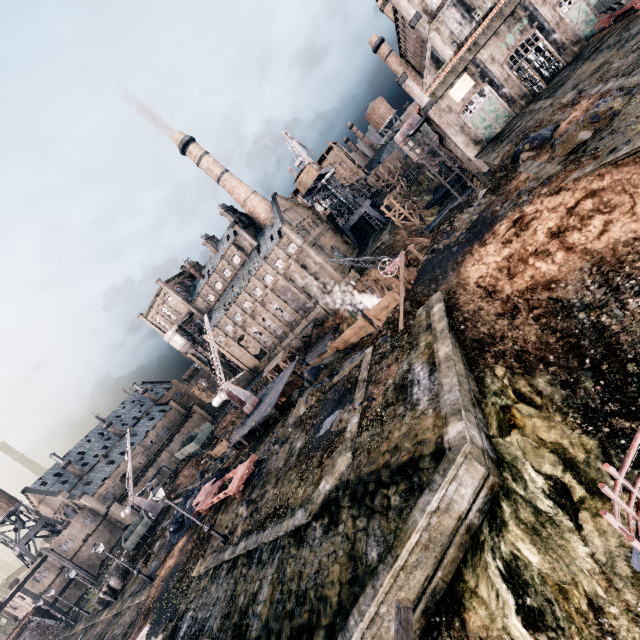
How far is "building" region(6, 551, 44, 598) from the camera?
52.4m

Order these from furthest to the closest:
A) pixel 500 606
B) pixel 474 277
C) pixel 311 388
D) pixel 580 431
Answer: pixel 311 388
pixel 474 277
pixel 580 431
pixel 500 606

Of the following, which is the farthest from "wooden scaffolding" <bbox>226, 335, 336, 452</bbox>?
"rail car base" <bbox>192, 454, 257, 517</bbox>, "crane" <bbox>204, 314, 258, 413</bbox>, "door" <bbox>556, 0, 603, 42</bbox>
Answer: "door" <bbox>556, 0, 603, 42</bbox>

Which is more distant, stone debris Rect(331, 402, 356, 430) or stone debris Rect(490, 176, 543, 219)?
stone debris Rect(490, 176, 543, 219)

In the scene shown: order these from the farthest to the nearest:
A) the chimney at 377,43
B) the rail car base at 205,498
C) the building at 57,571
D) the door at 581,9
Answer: the chimney at 377,43 → the building at 57,571 → the door at 581,9 → the rail car base at 205,498

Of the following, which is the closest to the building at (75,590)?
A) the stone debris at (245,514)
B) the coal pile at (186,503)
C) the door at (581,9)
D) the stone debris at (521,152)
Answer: the coal pile at (186,503)

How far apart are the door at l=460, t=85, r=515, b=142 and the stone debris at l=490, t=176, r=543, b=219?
24.2 meters

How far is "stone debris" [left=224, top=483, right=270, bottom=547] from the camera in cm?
1911
